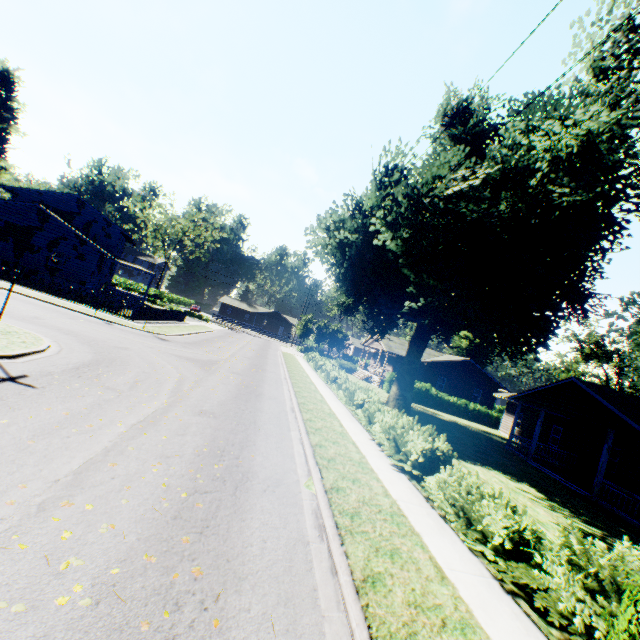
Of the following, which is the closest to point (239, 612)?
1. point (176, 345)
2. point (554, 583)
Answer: point (554, 583)

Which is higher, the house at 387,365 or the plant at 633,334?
the plant at 633,334

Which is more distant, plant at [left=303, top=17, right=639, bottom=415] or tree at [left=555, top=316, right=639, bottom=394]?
tree at [left=555, top=316, right=639, bottom=394]

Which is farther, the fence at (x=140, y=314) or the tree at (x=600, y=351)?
the tree at (x=600, y=351)

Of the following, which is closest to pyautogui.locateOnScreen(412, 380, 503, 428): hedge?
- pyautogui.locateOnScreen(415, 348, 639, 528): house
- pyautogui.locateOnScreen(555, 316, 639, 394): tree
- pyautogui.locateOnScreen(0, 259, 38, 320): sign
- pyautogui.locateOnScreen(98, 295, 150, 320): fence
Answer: pyautogui.locateOnScreen(555, 316, 639, 394): tree

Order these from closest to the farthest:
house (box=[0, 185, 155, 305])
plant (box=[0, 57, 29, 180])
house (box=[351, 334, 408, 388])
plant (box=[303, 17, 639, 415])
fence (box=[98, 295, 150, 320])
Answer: plant (box=[303, 17, 639, 415]), fence (box=[98, 295, 150, 320]), house (box=[0, 185, 155, 305]), house (box=[351, 334, 408, 388]), plant (box=[0, 57, 29, 180])

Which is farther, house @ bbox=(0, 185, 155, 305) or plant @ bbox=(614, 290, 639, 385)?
plant @ bbox=(614, 290, 639, 385)

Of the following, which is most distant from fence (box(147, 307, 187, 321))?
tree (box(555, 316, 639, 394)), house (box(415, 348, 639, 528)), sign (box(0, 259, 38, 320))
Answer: tree (box(555, 316, 639, 394))
